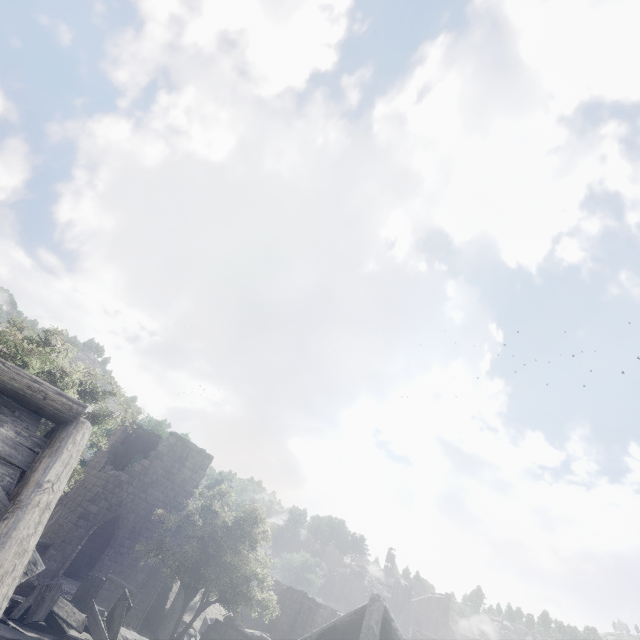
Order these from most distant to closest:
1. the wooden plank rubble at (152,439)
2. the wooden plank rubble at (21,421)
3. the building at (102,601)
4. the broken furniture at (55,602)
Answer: the wooden plank rubble at (152,439)
the building at (102,601)
the broken furniture at (55,602)
the wooden plank rubble at (21,421)

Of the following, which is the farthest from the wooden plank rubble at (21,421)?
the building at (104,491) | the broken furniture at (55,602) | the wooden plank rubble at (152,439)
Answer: the wooden plank rubble at (152,439)

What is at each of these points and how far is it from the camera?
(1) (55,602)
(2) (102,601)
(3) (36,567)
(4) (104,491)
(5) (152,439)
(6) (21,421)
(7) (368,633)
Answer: (1) broken furniture, 6.1m
(2) building, 18.9m
(3) wooden plank rubble, 3.3m
(4) building, 20.0m
(5) wooden plank rubble, 24.5m
(6) wooden plank rubble, 4.6m
(7) building, 7.8m

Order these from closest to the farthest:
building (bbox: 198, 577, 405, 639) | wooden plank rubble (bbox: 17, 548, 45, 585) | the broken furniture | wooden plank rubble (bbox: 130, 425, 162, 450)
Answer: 1. wooden plank rubble (bbox: 17, 548, 45, 585)
2. the broken furniture
3. building (bbox: 198, 577, 405, 639)
4. wooden plank rubble (bbox: 130, 425, 162, 450)

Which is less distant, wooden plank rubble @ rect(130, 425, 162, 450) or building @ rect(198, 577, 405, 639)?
building @ rect(198, 577, 405, 639)

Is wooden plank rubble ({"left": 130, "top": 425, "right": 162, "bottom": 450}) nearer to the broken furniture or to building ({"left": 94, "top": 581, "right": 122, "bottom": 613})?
building ({"left": 94, "top": 581, "right": 122, "bottom": 613})

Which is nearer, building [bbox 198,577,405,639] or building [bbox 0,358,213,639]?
building [bbox 0,358,213,639]

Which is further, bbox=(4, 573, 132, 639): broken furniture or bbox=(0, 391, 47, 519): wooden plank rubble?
bbox=(4, 573, 132, 639): broken furniture
